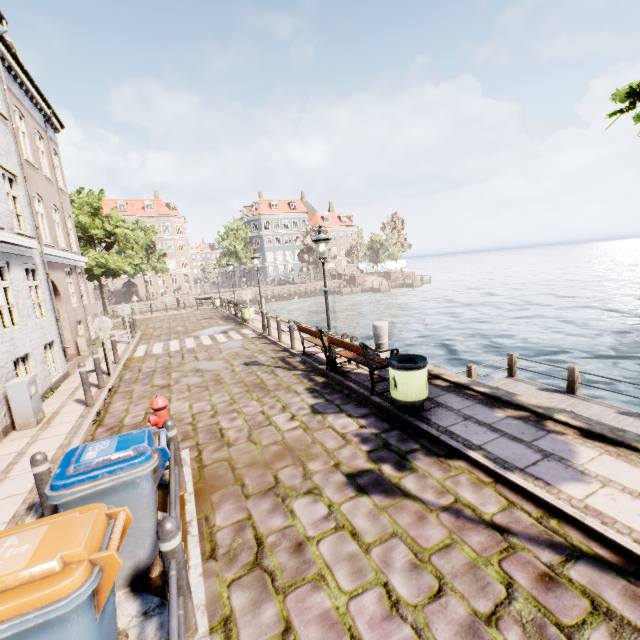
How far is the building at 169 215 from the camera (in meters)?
53.47

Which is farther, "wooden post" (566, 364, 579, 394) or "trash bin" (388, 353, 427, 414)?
"wooden post" (566, 364, 579, 394)

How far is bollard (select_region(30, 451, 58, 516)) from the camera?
3.71m

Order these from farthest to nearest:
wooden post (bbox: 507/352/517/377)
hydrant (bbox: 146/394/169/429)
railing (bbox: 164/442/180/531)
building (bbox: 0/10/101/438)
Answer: wooden post (bbox: 507/352/517/377) < building (bbox: 0/10/101/438) < hydrant (bbox: 146/394/169/429) < railing (bbox: 164/442/180/531)

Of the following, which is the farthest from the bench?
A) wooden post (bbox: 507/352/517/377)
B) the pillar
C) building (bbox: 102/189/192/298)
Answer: building (bbox: 102/189/192/298)

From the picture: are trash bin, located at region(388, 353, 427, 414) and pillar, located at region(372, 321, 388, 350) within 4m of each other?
yes

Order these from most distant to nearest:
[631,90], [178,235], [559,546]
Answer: [178,235], [631,90], [559,546]

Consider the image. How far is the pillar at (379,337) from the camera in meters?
9.4 m
